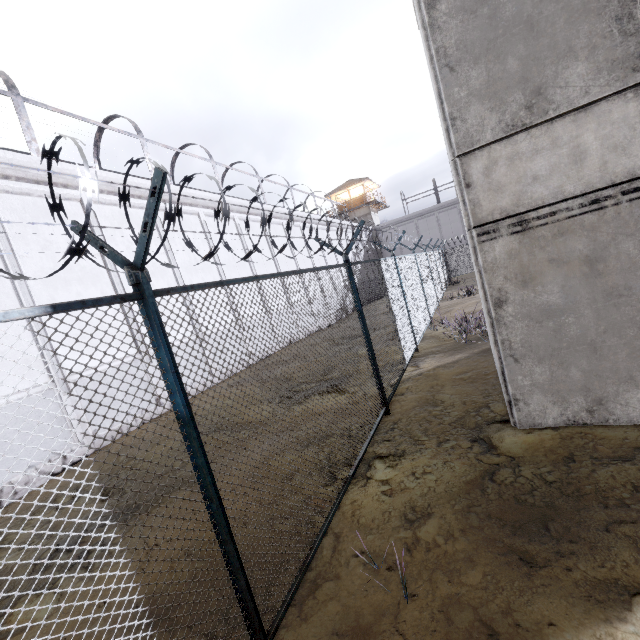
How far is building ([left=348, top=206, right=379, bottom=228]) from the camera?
41.0m

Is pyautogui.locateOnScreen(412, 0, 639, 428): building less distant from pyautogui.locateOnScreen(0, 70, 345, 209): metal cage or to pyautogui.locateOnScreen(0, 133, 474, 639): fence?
pyautogui.locateOnScreen(0, 133, 474, 639): fence

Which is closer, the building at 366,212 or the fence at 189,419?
the fence at 189,419

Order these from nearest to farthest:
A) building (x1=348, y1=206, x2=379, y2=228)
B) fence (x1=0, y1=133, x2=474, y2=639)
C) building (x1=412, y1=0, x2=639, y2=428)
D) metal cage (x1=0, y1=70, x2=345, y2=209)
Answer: fence (x1=0, y1=133, x2=474, y2=639) < building (x1=412, y1=0, x2=639, y2=428) < metal cage (x1=0, y1=70, x2=345, y2=209) < building (x1=348, y1=206, x2=379, y2=228)

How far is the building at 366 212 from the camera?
41.0 meters

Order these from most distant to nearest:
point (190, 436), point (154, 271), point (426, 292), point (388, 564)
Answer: point (426, 292), point (154, 271), point (388, 564), point (190, 436)

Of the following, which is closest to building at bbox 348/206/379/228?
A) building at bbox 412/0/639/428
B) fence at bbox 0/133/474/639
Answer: fence at bbox 0/133/474/639

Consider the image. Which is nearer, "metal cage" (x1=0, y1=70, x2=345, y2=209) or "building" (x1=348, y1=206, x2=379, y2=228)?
"metal cage" (x1=0, y1=70, x2=345, y2=209)
